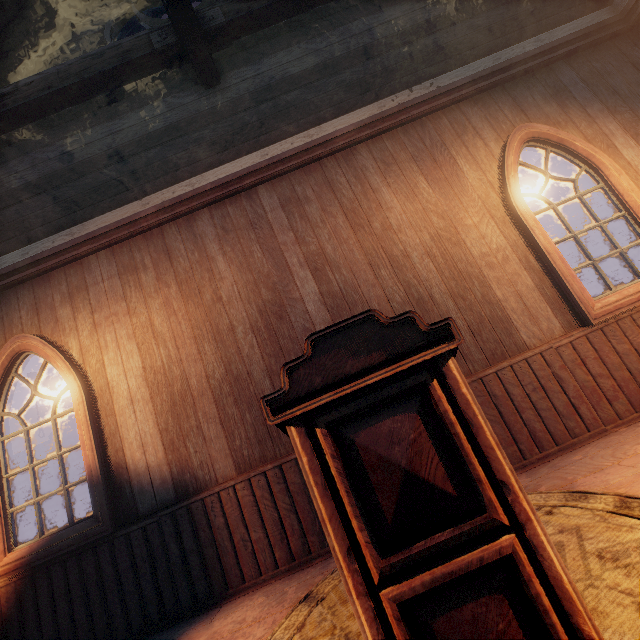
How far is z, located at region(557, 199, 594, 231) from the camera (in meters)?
31.00

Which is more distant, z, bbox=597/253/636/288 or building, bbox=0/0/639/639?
z, bbox=597/253/636/288

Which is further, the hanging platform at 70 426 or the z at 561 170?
the z at 561 170

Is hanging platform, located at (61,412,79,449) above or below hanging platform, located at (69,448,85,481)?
above

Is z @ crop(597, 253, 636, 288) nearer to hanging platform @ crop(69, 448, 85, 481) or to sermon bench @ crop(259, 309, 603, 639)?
hanging platform @ crop(69, 448, 85, 481)

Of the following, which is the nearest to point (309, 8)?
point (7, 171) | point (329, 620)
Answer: point (7, 171)

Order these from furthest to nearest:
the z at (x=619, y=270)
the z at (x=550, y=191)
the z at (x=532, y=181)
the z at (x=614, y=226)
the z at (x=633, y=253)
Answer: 1. the z at (x=532, y=181)
2. the z at (x=550, y=191)
3. the z at (x=614, y=226)
4. the z at (x=633, y=253)
5. the z at (x=619, y=270)

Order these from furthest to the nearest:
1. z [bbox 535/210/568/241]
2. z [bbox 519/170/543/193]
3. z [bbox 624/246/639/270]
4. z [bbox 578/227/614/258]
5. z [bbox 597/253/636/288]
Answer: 1. z [bbox 519/170/543/193]
2. z [bbox 535/210/568/241]
3. z [bbox 578/227/614/258]
4. z [bbox 624/246/639/270]
5. z [bbox 597/253/636/288]
